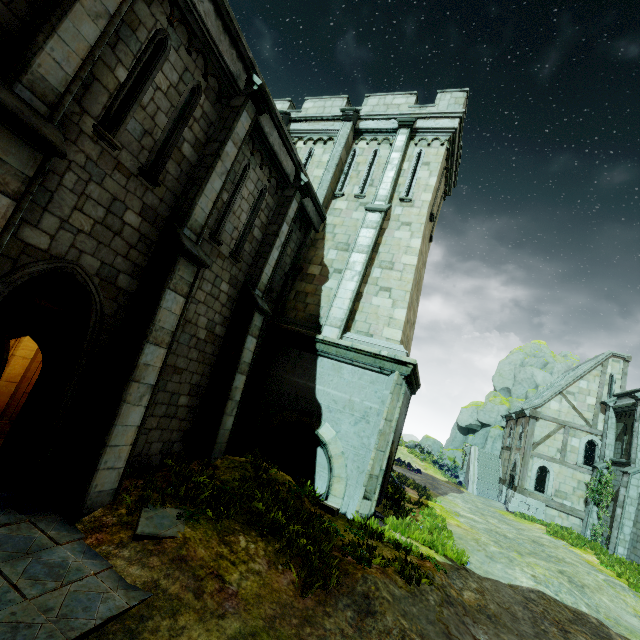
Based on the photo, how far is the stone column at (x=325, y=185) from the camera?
13.5 meters

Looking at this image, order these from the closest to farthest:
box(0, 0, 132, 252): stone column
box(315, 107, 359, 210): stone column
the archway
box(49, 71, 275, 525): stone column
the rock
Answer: box(0, 0, 132, 252): stone column → box(49, 71, 275, 525): stone column → the archway → box(315, 107, 359, 210): stone column → the rock

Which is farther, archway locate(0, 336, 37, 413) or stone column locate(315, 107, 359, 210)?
stone column locate(315, 107, 359, 210)

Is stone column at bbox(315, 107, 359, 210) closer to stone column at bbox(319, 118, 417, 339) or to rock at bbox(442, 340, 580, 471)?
stone column at bbox(319, 118, 417, 339)

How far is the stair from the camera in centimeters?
2728cm

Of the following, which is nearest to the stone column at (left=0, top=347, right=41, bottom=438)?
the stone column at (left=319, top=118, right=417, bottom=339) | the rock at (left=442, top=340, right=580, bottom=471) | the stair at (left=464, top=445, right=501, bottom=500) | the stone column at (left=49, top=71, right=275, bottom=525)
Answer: the stone column at (left=49, top=71, right=275, bottom=525)

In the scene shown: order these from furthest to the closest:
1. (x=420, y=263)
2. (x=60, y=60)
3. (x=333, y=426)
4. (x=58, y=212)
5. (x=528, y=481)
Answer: (x=528, y=481) → (x=420, y=263) → (x=333, y=426) → (x=58, y=212) → (x=60, y=60)

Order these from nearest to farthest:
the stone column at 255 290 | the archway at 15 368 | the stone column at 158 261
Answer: the stone column at 158 261
the archway at 15 368
the stone column at 255 290
